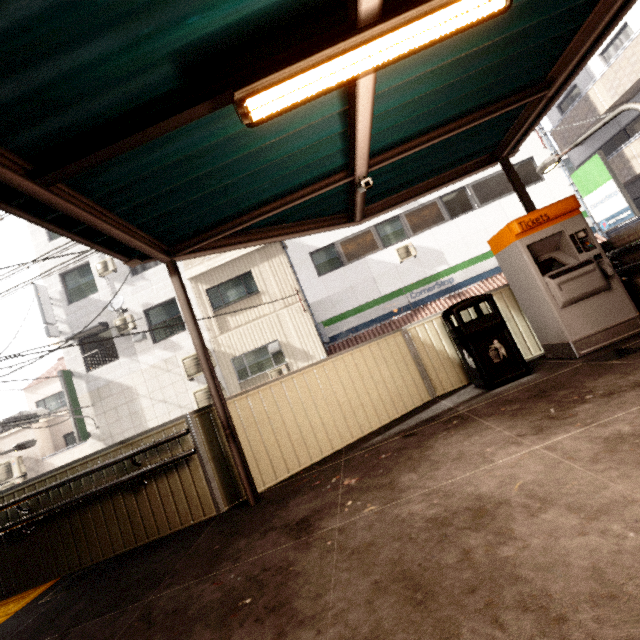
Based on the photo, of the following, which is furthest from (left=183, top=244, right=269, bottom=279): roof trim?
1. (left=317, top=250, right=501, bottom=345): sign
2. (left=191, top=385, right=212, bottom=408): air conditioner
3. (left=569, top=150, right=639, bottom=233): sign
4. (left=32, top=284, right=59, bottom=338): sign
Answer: (left=569, top=150, right=639, bottom=233): sign

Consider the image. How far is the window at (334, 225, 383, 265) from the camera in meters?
13.5

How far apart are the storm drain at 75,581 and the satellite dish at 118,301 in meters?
10.9

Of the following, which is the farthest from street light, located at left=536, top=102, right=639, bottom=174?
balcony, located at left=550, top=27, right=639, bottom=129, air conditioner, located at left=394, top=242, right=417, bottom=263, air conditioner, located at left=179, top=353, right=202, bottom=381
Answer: air conditioner, located at left=179, top=353, right=202, bottom=381

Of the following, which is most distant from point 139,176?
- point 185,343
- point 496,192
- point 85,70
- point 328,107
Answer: point 496,192

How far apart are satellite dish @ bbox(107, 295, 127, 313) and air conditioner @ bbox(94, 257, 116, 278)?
1.0m

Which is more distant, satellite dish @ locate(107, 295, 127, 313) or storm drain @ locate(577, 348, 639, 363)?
satellite dish @ locate(107, 295, 127, 313)

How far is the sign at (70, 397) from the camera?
12.34m
